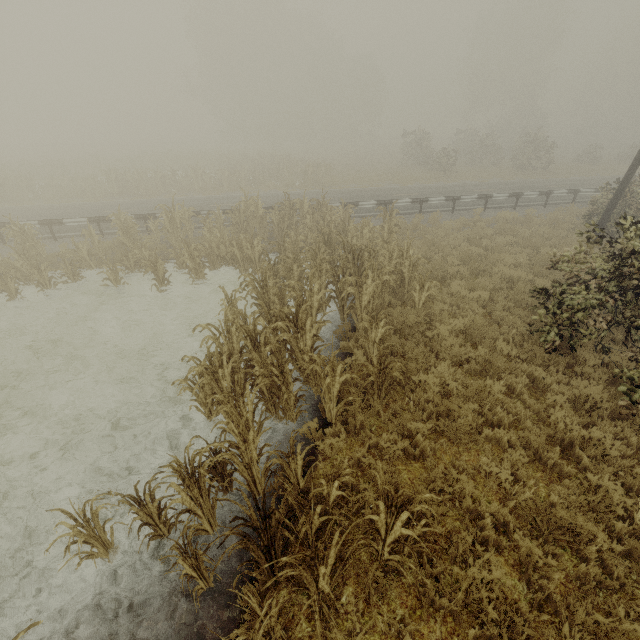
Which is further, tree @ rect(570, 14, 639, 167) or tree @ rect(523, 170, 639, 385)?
tree @ rect(570, 14, 639, 167)

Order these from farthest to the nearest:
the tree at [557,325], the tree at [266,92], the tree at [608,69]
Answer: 1. the tree at [608,69]
2. the tree at [557,325]
3. the tree at [266,92]

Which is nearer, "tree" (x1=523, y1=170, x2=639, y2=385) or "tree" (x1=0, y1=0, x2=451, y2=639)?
"tree" (x1=0, y1=0, x2=451, y2=639)

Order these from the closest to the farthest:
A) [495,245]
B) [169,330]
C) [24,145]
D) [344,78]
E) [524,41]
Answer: [169,330] → [495,245] → [524,41] → [344,78] → [24,145]

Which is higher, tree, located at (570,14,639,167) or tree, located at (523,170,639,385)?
tree, located at (570,14,639,167)

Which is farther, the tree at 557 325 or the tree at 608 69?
the tree at 608 69

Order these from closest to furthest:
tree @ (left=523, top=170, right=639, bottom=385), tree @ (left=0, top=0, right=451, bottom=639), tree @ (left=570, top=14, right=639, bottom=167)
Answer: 1. tree @ (left=0, top=0, right=451, bottom=639)
2. tree @ (left=523, top=170, right=639, bottom=385)
3. tree @ (left=570, top=14, right=639, bottom=167)
